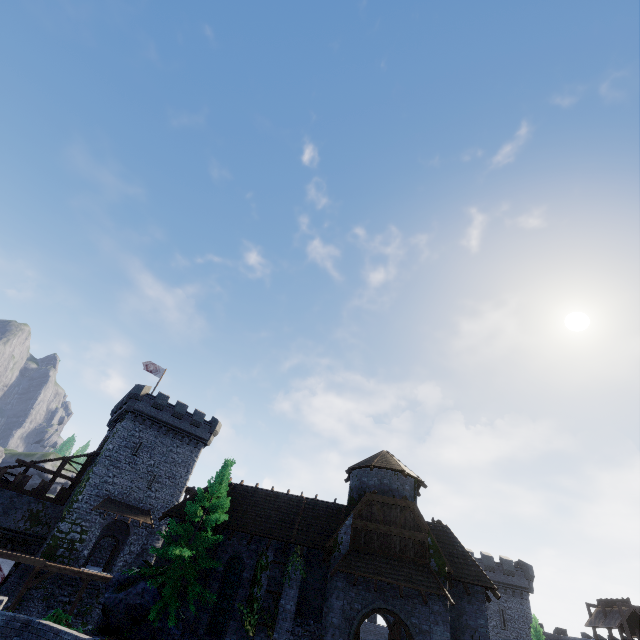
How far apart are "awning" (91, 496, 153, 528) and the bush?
14.74m

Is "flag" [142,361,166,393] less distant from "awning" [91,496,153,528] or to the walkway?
"awning" [91,496,153,528]

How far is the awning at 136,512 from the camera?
31.8m

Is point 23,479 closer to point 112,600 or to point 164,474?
point 164,474

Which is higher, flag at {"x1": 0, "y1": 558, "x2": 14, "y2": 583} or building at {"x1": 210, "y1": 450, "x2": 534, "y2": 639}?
building at {"x1": 210, "y1": 450, "x2": 534, "y2": 639}

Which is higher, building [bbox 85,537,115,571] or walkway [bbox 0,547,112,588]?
building [bbox 85,537,115,571]

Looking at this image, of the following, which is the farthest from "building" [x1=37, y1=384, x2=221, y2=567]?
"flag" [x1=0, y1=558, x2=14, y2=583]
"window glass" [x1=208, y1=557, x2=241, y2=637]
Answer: "window glass" [x1=208, y1=557, x2=241, y2=637]

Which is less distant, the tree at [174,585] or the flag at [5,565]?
the tree at [174,585]
